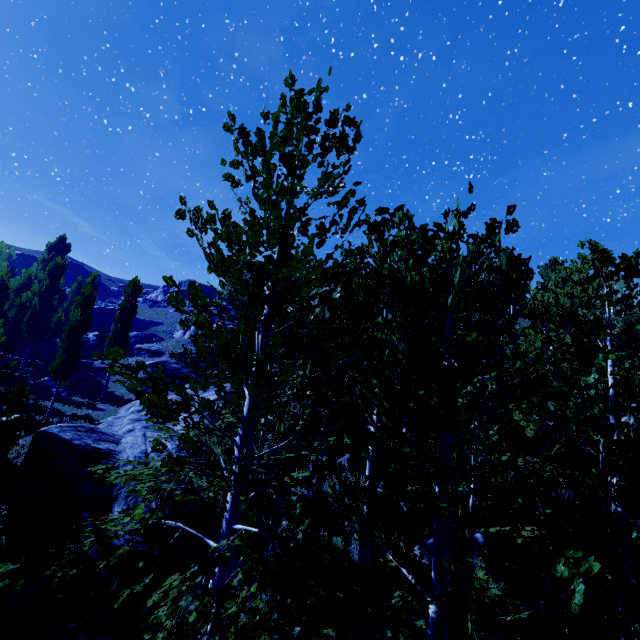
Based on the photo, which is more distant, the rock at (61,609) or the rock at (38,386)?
the rock at (38,386)

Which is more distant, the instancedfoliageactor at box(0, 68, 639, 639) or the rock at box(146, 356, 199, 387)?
the rock at box(146, 356, 199, 387)

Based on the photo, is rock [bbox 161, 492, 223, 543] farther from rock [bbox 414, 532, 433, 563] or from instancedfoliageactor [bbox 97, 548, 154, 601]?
rock [bbox 414, 532, 433, 563]

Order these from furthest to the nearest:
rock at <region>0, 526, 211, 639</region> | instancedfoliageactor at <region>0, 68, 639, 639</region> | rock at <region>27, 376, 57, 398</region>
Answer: rock at <region>27, 376, 57, 398</region>
rock at <region>0, 526, 211, 639</region>
instancedfoliageactor at <region>0, 68, 639, 639</region>

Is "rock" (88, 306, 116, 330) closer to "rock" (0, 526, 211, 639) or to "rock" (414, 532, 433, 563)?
"rock" (0, 526, 211, 639)

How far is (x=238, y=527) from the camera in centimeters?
452cm
